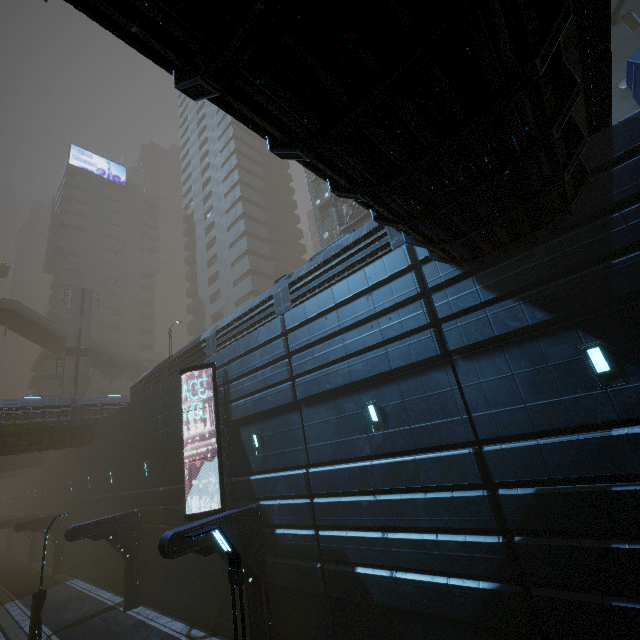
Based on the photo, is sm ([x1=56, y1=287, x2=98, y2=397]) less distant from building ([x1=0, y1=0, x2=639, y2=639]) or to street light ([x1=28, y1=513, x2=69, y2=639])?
building ([x1=0, y1=0, x2=639, y2=639])

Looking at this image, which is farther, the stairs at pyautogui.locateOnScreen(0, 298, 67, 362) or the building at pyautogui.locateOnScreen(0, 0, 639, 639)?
the stairs at pyautogui.locateOnScreen(0, 298, 67, 362)

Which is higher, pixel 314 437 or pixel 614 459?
pixel 314 437

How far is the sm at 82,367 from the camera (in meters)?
36.44

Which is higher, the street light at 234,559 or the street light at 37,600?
the street light at 234,559

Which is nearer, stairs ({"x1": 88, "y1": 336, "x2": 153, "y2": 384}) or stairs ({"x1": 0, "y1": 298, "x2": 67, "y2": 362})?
stairs ({"x1": 0, "y1": 298, "x2": 67, "y2": 362})

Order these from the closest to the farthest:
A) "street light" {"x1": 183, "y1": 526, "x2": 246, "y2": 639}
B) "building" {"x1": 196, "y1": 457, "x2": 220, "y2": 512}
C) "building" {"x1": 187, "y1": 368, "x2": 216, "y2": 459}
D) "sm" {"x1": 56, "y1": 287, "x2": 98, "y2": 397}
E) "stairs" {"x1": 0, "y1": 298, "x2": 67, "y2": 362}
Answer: "street light" {"x1": 183, "y1": 526, "x2": 246, "y2": 639}
"building" {"x1": 196, "y1": 457, "x2": 220, "y2": 512}
"building" {"x1": 187, "y1": 368, "x2": 216, "y2": 459}
"sm" {"x1": 56, "y1": 287, "x2": 98, "y2": 397}
"stairs" {"x1": 0, "y1": 298, "x2": 67, "y2": 362}

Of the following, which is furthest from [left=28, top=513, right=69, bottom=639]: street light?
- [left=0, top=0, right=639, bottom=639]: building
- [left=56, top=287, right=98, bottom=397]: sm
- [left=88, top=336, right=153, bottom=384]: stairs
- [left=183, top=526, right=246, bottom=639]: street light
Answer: [left=88, top=336, right=153, bottom=384]: stairs
